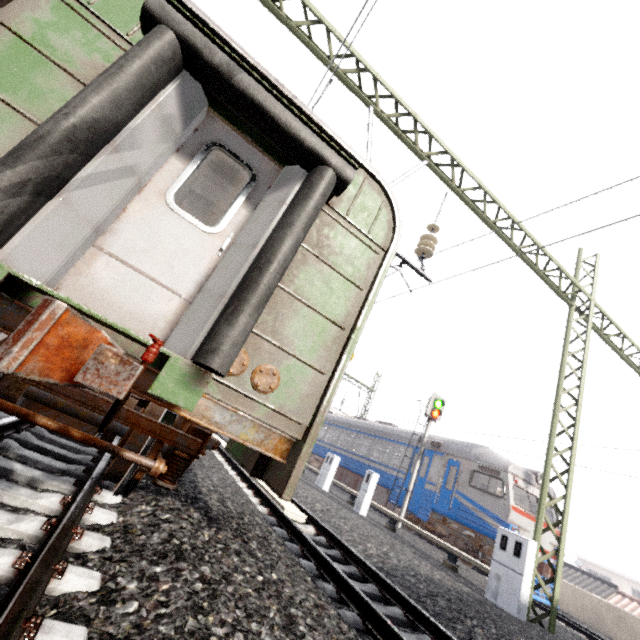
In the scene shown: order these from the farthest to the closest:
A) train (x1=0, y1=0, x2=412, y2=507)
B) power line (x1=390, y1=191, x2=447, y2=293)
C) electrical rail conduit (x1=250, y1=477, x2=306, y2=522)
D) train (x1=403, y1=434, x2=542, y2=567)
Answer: train (x1=403, y1=434, x2=542, y2=567)
power line (x1=390, y1=191, x2=447, y2=293)
electrical rail conduit (x1=250, y1=477, x2=306, y2=522)
train (x1=0, y1=0, x2=412, y2=507)

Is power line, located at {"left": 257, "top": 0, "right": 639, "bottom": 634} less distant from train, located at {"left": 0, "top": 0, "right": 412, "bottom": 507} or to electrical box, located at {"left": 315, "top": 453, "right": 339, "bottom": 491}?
train, located at {"left": 0, "top": 0, "right": 412, "bottom": 507}

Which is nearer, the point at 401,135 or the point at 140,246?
the point at 140,246

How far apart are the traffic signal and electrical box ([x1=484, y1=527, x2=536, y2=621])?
6.7 meters

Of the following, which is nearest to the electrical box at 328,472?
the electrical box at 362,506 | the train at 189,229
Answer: the electrical box at 362,506

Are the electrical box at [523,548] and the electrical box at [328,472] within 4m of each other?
no

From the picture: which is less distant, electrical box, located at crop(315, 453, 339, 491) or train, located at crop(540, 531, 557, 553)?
train, located at crop(540, 531, 557, 553)

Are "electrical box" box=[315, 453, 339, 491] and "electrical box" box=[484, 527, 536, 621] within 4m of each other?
no
